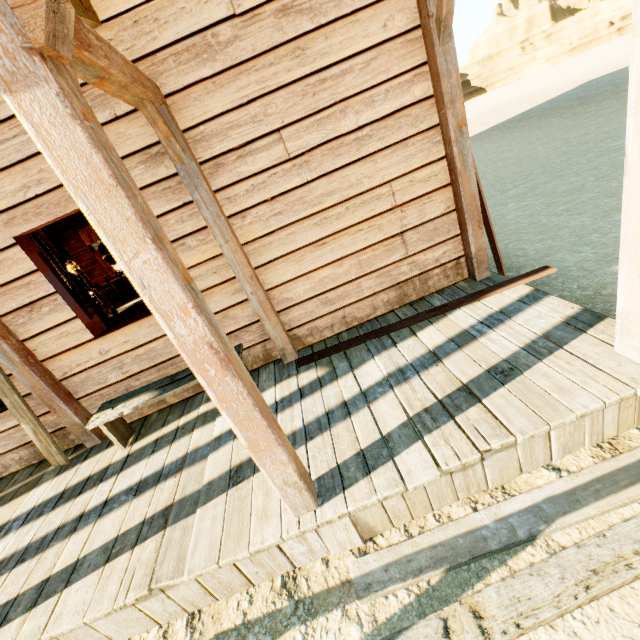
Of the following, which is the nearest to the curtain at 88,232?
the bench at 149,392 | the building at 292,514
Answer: the building at 292,514

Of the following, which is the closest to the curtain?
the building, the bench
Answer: the building

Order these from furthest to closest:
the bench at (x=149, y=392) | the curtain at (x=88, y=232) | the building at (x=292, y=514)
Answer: the curtain at (x=88, y=232) < the bench at (x=149, y=392) < the building at (x=292, y=514)

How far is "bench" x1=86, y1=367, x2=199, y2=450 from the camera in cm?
319

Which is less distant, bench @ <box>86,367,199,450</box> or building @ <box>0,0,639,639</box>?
building @ <box>0,0,639,639</box>

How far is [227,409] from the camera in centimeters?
164cm

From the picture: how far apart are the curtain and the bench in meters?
11.6 m
